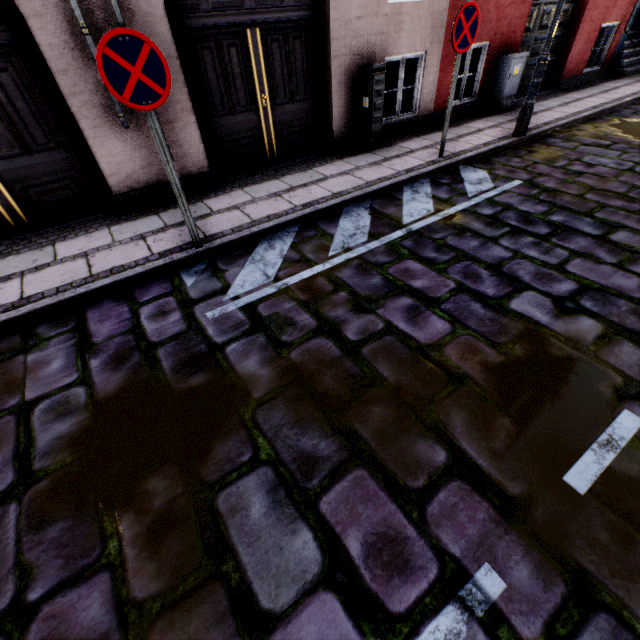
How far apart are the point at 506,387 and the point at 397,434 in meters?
0.9 m

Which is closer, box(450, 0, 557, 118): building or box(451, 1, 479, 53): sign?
box(451, 1, 479, 53): sign

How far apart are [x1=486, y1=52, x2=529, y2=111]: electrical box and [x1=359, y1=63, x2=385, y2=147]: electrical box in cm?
378

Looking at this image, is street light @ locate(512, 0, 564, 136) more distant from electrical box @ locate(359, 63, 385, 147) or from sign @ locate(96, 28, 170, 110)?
sign @ locate(96, 28, 170, 110)

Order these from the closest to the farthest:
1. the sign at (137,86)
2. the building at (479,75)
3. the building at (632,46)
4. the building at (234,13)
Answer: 1. the sign at (137,86)
2. the building at (234,13)
3. the building at (479,75)
4. the building at (632,46)

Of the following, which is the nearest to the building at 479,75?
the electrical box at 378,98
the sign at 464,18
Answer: the electrical box at 378,98

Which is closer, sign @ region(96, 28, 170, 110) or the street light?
sign @ region(96, 28, 170, 110)

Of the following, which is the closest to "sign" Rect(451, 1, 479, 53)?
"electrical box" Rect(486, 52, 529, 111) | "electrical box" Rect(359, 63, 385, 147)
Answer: "electrical box" Rect(359, 63, 385, 147)
